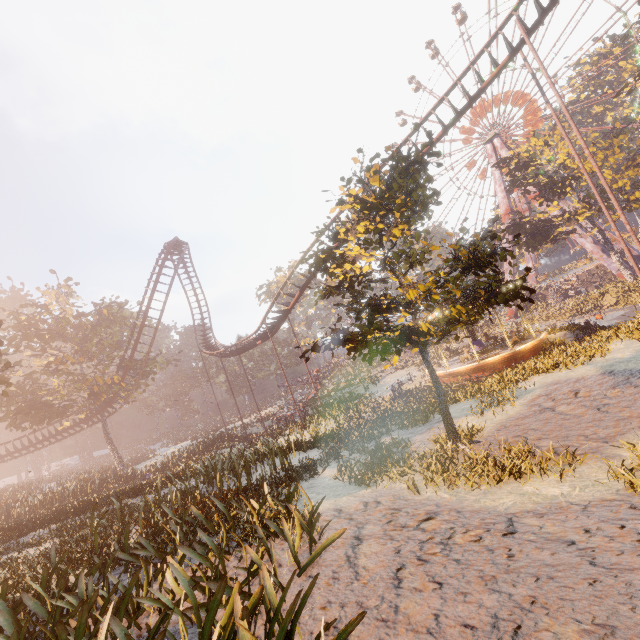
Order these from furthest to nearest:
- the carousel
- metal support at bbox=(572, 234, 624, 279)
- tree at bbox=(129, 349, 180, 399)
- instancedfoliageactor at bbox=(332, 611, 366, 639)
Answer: metal support at bbox=(572, 234, 624, 279)
tree at bbox=(129, 349, 180, 399)
the carousel
instancedfoliageactor at bbox=(332, 611, 366, 639)

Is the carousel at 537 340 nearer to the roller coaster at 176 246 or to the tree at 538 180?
Answer: the roller coaster at 176 246

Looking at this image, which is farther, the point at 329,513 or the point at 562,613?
the point at 329,513

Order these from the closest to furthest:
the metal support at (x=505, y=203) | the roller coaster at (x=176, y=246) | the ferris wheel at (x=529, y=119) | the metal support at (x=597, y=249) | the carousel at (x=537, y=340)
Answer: the carousel at (x=537, y=340), the roller coaster at (x=176, y=246), the metal support at (x=597, y=249), the ferris wheel at (x=529, y=119), the metal support at (x=505, y=203)

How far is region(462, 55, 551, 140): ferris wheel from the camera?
45.3 meters

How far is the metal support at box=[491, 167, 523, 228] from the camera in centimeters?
4841cm

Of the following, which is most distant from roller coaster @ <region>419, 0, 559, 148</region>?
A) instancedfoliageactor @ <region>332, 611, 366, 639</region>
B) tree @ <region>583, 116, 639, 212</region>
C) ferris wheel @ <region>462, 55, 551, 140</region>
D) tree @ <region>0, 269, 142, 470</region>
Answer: ferris wheel @ <region>462, 55, 551, 140</region>

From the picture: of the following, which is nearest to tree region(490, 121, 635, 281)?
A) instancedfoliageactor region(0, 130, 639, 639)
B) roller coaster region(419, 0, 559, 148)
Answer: instancedfoliageactor region(0, 130, 639, 639)
